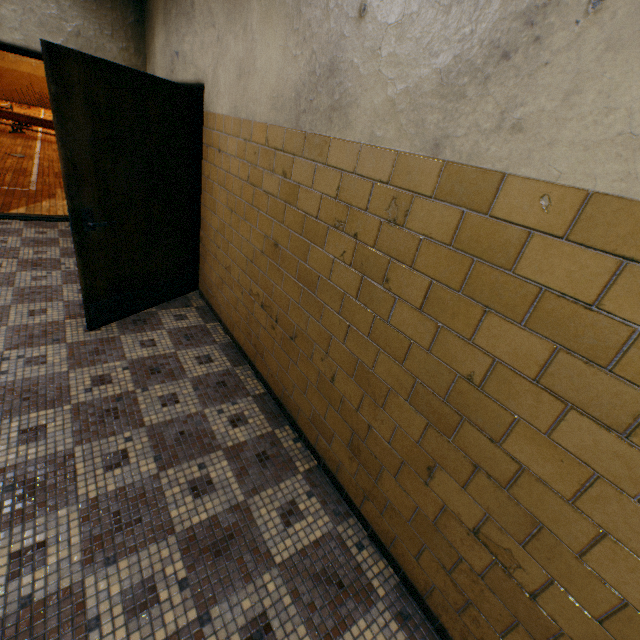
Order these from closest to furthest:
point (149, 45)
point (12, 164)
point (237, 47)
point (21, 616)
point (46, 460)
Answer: point (21, 616) → point (46, 460) → point (237, 47) → point (149, 45) → point (12, 164)
